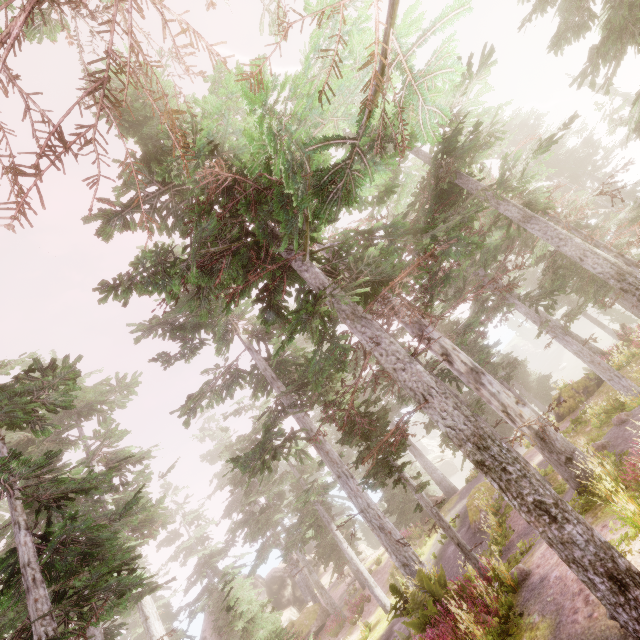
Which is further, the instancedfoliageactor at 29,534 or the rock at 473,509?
the rock at 473,509

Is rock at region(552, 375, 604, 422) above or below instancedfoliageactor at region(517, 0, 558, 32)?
below

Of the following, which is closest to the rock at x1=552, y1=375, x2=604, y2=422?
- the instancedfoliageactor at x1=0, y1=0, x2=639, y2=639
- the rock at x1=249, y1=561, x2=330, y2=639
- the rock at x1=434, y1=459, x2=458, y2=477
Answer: the instancedfoliageactor at x1=0, y1=0, x2=639, y2=639

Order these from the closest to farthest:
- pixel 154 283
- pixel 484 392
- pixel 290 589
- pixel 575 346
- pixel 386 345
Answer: pixel 154 283 < pixel 386 345 < pixel 484 392 < pixel 575 346 < pixel 290 589

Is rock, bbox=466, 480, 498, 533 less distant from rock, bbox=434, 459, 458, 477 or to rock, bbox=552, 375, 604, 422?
rock, bbox=552, 375, 604, 422

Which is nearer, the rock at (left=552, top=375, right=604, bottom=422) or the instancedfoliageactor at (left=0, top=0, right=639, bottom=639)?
the instancedfoliageactor at (left=0, top=0, right=639, bottom=639)

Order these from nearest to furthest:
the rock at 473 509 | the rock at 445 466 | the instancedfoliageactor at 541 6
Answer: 1. the instancedfoliageactor at 541 6
2. the rock at 473 509
3. the rock at 445 466

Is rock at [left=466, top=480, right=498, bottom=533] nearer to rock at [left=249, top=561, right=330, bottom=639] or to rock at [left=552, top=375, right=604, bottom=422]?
rock at [left=552, top=375, right=604, bottom=422]
